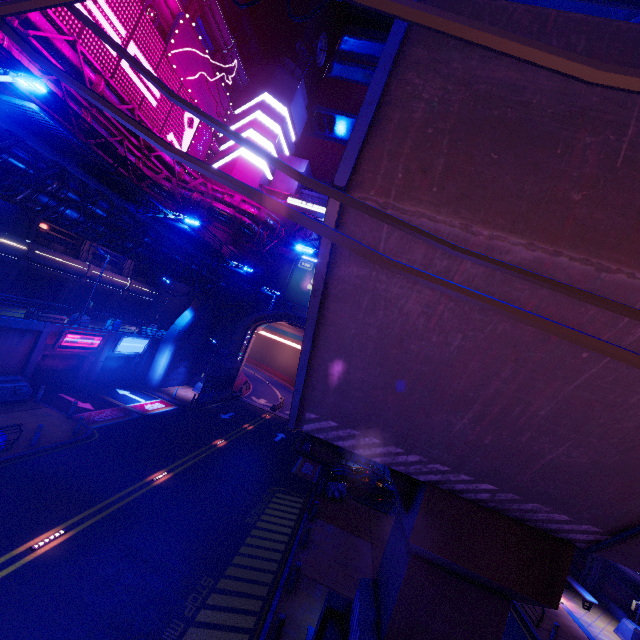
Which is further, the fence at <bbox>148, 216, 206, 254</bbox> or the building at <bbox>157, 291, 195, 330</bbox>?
the building at <bbox>157, 291, 195, 330</bbox>

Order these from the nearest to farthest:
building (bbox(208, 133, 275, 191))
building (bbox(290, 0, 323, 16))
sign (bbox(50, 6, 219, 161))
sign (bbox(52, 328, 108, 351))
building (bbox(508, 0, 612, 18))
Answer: sign (bbox(50, 6, 219, 161)) → sign (bbox(52, 328, 108, 351)) → building (bbox(208, 133, 275, 191)) → building (bbox(508, 0, 612, 18)) → building (bbox(290, 0, 323, 16))

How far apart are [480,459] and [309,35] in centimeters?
6268cm

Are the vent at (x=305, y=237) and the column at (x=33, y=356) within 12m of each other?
no

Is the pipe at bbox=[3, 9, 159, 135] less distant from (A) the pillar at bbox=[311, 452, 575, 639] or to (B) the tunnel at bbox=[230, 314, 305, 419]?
(B) the tunnel at bbox=[230, 314, 305, 419]

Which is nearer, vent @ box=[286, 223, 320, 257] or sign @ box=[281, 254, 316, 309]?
sign @ box=[281, 254, 316, 309]

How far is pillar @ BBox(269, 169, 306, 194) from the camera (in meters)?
40.69

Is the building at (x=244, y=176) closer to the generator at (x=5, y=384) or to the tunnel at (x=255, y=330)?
the tunnel at (x=255, y=330)
